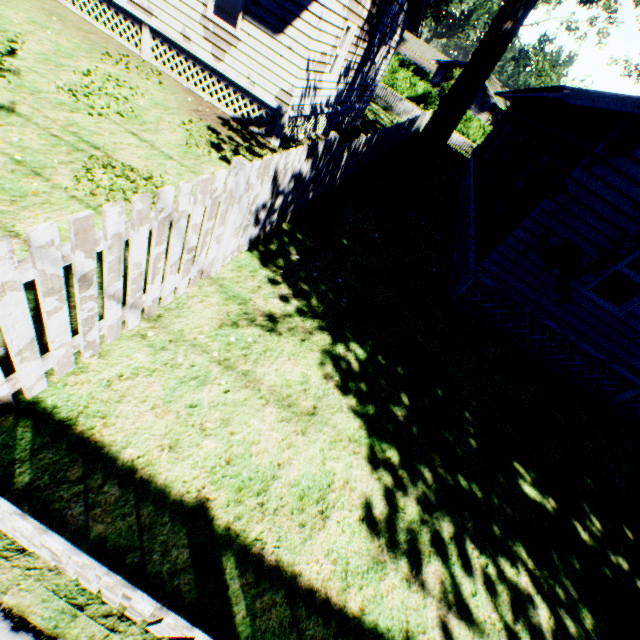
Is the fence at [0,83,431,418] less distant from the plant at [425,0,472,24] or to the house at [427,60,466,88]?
the house at [427,60,466,88]

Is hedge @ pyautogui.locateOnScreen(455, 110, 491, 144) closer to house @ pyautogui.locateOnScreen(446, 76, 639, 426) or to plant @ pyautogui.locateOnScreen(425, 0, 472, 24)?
plant @ pyautogui.locateOnScreen(425, 0, 472, 24)

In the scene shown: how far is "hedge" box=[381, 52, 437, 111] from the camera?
38.19m

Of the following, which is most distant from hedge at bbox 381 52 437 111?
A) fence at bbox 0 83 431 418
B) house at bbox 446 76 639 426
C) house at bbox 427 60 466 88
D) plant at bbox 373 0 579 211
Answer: house at bbox 446 76 639 426

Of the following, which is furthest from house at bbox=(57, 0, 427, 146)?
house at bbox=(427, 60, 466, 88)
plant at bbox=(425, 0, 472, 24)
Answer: plant at bbox=(425, 0, 472, 24)

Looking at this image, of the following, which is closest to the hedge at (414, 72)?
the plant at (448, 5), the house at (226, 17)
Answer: the plant at (448, 5)

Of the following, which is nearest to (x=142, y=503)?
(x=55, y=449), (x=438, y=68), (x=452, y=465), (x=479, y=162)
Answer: (x=55, y=449)

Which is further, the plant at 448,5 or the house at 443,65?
the plant at 448,5
